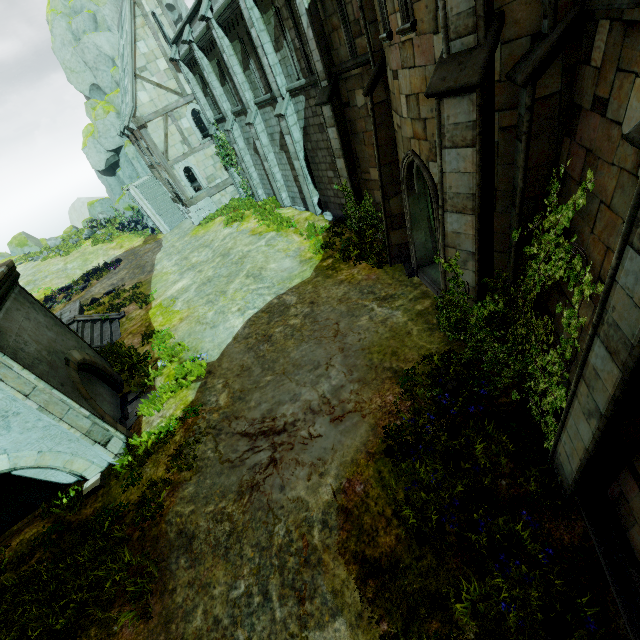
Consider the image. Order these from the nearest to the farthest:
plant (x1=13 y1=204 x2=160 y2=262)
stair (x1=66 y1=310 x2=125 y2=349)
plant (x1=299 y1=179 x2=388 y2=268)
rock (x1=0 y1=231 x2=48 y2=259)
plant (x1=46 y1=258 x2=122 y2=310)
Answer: plant (x1=299 y1=179 x2=388 y2=268)
stair (x1=66 y1=310 x2=125 y2=349)
plant (x1=46 y1=258 x2=122 y2=310)
plant (x1=13 y1=204 x2=160 y2=262)
rock (x1=0 y1=231 x2=48 y2=259)

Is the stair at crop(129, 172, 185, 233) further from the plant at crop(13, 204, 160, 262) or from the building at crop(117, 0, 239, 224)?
the plant at crop(13, 204, 160, 262)

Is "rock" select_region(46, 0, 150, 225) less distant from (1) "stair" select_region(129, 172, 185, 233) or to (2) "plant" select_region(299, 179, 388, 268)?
(1) "stair" select_region(129, 172, 185, 233)

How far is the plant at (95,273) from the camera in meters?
23.6

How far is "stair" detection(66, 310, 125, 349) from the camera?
14.6 meters

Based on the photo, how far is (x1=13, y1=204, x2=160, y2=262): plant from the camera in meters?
30.9 m

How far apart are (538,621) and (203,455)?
6.9 meters

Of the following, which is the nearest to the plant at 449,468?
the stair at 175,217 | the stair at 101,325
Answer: the stair at 101,325
